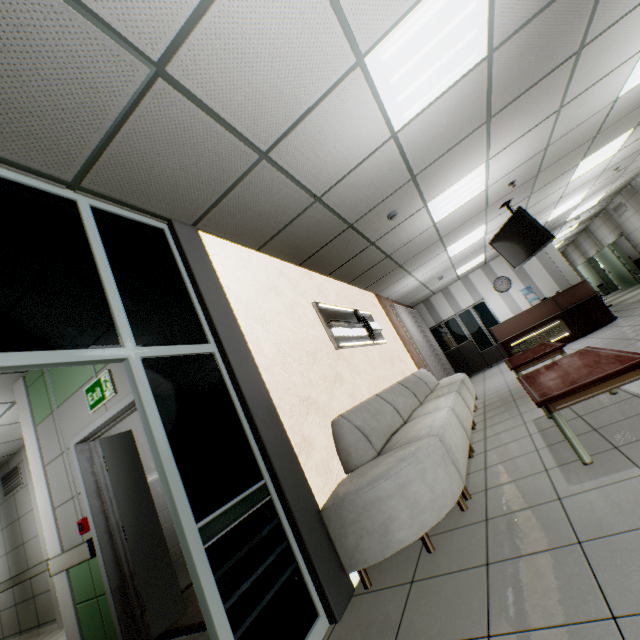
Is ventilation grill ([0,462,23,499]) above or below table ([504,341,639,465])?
above

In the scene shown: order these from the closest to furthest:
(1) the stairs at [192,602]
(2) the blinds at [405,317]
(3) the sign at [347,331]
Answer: (1) the stairs at [192,602], (3) the sign at [347,331], (2) the blinds at [405,317]

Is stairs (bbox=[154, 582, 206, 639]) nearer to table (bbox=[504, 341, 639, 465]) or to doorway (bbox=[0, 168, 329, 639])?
doorway (bbox=[0, 168, 329, 639])

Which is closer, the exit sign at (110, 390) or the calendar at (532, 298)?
the exit sign at (110, 390)

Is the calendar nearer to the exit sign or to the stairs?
the stairs

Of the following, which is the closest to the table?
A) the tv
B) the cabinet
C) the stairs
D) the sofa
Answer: the sofa

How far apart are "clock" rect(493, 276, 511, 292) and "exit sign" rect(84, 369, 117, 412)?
11.9m

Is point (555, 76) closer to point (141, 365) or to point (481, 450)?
point (481, 450)
